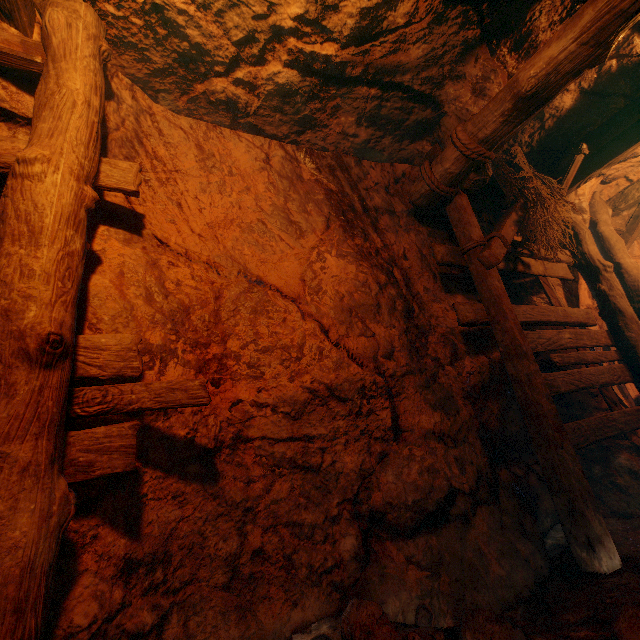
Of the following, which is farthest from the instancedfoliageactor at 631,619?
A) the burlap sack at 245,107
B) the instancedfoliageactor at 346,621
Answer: the instancedfoliageactor at 346,621

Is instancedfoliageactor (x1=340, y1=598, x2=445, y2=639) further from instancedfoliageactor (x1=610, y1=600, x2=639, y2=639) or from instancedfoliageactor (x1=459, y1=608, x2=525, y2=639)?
instancedfoliageactor (x1=610, y1=600, x2=639, y2=639)

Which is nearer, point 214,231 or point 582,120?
point 214,231

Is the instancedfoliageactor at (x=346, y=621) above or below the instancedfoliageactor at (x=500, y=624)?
above

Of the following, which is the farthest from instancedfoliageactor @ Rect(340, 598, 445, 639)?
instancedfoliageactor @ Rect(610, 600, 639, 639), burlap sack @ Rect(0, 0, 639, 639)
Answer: instancedfoliageactor @ Rect(610, 600, 639, 639)

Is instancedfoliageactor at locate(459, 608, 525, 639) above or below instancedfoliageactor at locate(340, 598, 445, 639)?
below

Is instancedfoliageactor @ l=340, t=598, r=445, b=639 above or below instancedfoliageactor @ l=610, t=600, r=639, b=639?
above
